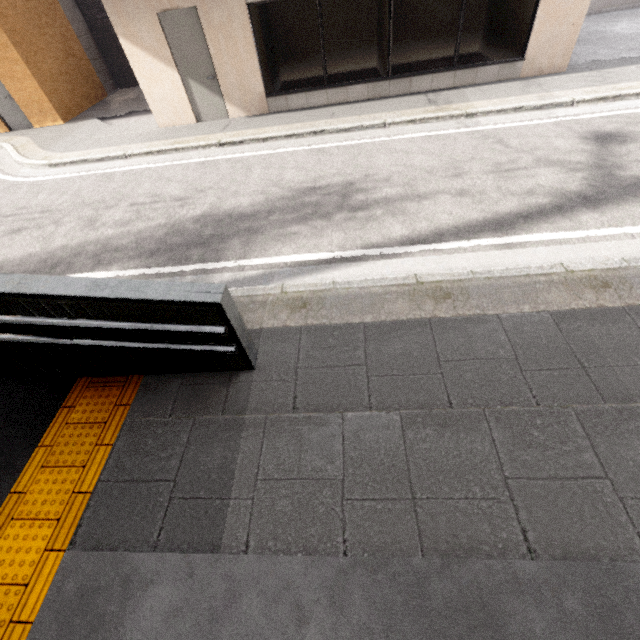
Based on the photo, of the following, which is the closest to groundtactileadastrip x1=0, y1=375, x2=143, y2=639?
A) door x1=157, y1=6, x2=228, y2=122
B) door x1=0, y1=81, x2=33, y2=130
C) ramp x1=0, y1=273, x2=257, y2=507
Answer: ramp x1=0, y1=273, x2=257, y2=507

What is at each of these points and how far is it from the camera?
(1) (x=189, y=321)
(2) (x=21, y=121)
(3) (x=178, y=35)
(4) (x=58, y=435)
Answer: (1) ramp, 2.5m
(2) door, 10.2m
(3) door, 7.1m
(4) groundtactileadastrip, 2.8m

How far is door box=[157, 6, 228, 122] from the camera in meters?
6.9 m

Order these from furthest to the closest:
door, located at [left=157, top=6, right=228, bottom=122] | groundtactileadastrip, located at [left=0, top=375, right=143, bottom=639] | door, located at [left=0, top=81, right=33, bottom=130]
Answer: door, located at [left=0, top=81, right=33, bottom=130]
door, located at [left=157, top=6, right=228, bottom=122]
groundtactileadastrip, located at [left=0, top=375, right=143, bottom=639]

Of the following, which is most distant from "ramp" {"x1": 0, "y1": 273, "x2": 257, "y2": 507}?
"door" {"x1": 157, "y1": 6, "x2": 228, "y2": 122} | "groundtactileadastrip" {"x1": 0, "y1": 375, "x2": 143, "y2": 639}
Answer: "door" {"x1": 157, "y1": 6, "x2": 228, "y2": 122}

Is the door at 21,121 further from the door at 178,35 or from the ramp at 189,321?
the ramp at 189,321

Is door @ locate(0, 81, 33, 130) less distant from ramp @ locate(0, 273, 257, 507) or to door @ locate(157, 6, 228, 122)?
door @ locate(157, 6, 228, 122)

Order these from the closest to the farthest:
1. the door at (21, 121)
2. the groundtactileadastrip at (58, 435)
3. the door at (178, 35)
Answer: the groundtactileadastrip at (58, 435) → the door at (178, 35) → the door at (21, 121)
